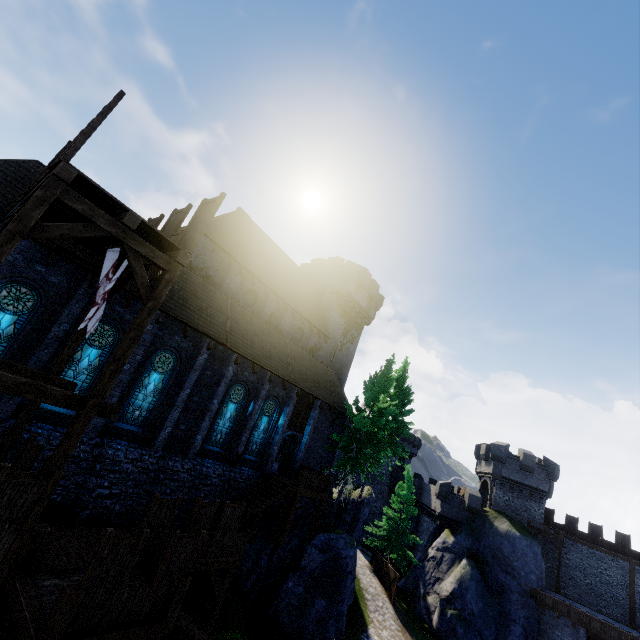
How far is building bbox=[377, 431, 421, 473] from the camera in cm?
5034

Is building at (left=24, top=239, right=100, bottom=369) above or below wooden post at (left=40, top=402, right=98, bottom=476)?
above

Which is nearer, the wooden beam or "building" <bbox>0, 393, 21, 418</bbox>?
the wooden beam

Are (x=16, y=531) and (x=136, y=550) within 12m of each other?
yes

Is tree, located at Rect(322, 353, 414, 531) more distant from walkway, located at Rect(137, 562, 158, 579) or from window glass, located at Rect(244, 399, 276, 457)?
walkway, located at Rect(137, 562, 158, 579)

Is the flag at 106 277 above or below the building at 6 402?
above

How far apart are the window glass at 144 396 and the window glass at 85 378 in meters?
1.5

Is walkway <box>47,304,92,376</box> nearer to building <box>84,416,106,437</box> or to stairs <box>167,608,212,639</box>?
building <box>84,416,106,437</box>
